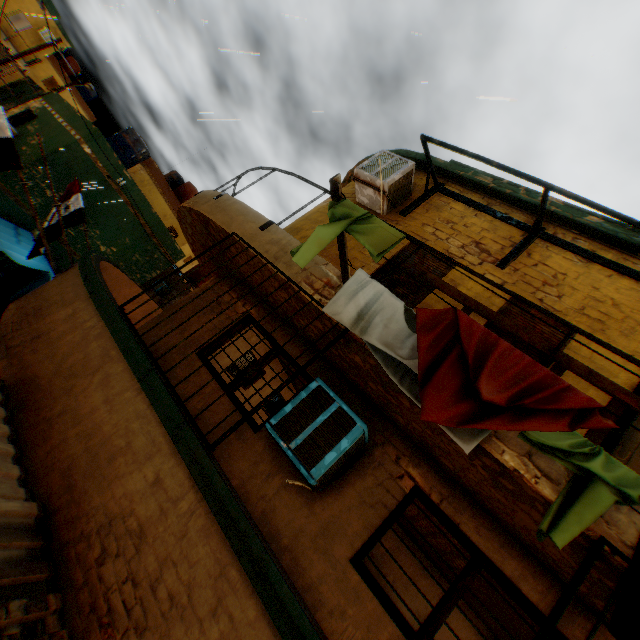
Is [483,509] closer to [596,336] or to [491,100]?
[596,336]

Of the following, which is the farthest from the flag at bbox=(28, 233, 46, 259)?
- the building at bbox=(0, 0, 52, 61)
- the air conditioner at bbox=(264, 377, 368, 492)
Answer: the air conditioner at bbox=(264, 377, 368, 492)

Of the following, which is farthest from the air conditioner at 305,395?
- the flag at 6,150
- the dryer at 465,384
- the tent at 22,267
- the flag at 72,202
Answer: the flag at 72,202

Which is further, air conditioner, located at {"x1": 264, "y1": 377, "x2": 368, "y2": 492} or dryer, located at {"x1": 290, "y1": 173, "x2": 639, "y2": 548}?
air conditioner, located at {"x1": 264, "y1": 377, "x2": 368, "y2": 492}

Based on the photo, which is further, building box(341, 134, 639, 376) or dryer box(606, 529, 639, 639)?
building box(341, 134, 639, 376)

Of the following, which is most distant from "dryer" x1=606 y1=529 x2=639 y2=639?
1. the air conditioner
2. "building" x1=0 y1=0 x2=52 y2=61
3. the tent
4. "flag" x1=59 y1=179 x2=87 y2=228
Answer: "flag" x1=59 y1=179 x2=87 y2=228

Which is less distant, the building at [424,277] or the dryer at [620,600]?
the dryer at [620,600]

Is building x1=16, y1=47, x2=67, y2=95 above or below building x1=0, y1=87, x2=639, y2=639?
above
